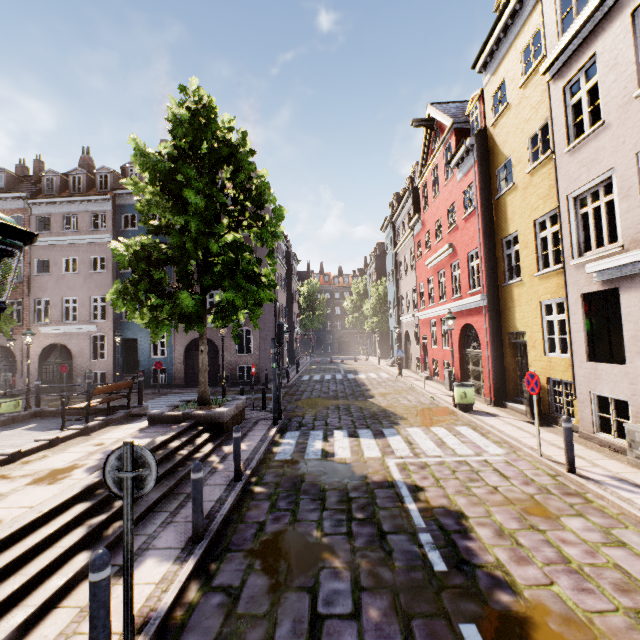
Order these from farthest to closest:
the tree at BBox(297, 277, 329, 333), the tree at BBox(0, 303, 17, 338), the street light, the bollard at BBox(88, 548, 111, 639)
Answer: the tree at BBox(297, 277, 329, 333) < the tree at BBox(0, 303, 17, 338) < the bollard at BBox(88, 548, 111, 639) < the street light

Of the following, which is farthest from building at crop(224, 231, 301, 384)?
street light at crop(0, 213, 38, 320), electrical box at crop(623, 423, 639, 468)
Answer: street light at crop(0, 213, 38, 320)

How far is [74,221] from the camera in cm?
2666

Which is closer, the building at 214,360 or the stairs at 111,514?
the stairs at 111,514

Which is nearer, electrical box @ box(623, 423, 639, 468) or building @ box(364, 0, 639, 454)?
electrical box @ box(623, 423, 639, 468)

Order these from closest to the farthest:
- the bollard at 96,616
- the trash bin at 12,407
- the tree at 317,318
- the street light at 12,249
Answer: the street light at 12,249
the bollard at 96,616
the trash bin at 12,407
the tree at 317,318

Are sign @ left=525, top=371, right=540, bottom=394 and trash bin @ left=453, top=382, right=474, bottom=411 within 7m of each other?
yes

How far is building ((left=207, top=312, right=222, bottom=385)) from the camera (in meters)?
21.97
